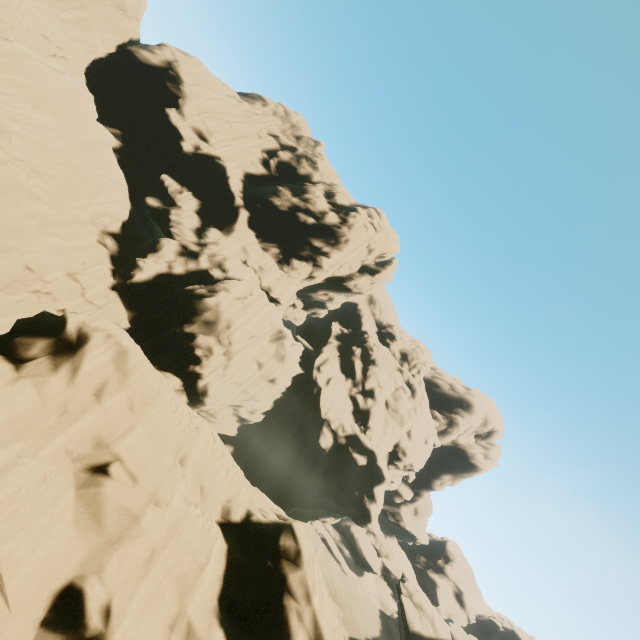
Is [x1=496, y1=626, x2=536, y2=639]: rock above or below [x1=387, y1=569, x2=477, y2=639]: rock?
above

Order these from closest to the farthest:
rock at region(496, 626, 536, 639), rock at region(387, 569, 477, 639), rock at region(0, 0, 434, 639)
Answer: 1. rock at region(0, 0, 434, 639)
2. rock at region(387, 569, 477, 639)
3. rock at region(496, 626, 536, 639)

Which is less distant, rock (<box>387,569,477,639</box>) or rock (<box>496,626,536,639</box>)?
rock (<box>387,569,477,639</box>)

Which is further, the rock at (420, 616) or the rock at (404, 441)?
the rock at (420, 616)

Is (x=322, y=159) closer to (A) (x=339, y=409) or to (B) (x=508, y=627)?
(A) (x=339, y=409)
